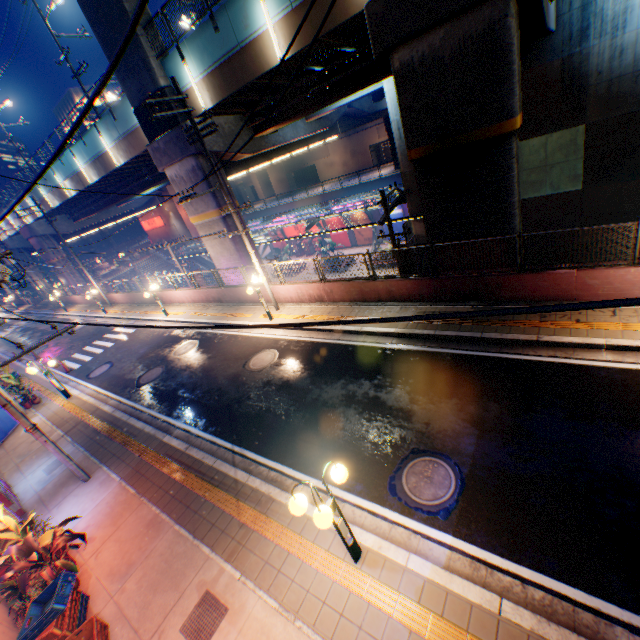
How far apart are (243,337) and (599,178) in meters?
19.3

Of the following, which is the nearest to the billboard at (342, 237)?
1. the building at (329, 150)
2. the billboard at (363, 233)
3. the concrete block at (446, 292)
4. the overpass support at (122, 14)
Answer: the billboard at (363, 233)

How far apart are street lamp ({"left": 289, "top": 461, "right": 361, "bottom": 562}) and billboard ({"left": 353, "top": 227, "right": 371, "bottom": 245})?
34.8 meters

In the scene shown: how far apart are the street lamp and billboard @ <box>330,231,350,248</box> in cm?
3647

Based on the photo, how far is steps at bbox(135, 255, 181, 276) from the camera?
47.2 meters

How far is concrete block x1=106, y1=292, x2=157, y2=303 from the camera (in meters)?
25.13

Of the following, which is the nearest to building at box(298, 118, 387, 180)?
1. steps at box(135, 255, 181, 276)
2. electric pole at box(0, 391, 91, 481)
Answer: steps at box(135, 255, 181, 276)

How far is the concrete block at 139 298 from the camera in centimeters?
2513cm
